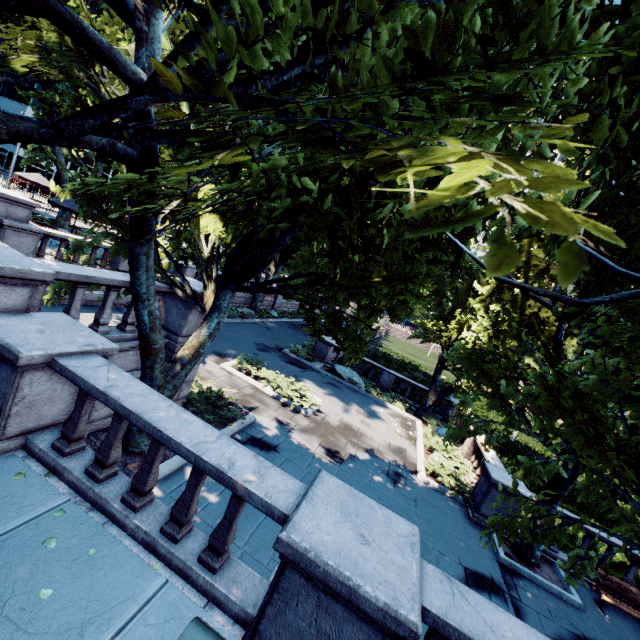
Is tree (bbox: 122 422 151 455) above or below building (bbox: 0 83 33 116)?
below

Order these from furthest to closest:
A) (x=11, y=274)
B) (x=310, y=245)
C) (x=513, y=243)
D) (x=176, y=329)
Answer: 1. (x=310, y=245)
2. (x=176, y=329)
3. (x=11, y=274)
4. (x=513, y=243)

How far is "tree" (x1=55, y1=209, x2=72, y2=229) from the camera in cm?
2353

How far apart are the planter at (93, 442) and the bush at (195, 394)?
0.0 meters

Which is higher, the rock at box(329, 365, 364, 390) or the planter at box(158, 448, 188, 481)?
the rock at box(329, 365, 364, 390)

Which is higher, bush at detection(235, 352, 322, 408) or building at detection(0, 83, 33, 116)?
building at detection(0, 83, 33, 116)

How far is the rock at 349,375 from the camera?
21.3m

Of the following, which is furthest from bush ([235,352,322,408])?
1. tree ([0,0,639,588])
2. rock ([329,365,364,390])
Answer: tree ([0,0,639,588])
